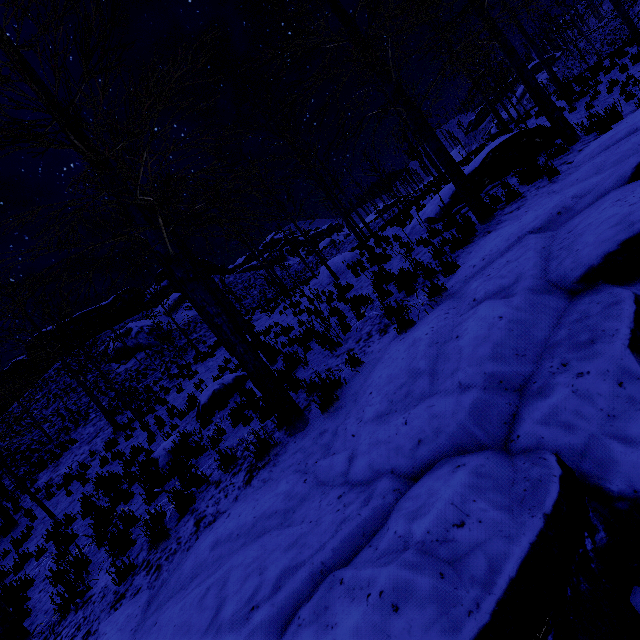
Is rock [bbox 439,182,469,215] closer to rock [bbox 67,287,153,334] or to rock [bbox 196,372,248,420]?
rock [bbox 196,372,248,420]

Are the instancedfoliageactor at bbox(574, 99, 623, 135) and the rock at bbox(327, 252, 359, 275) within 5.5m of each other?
no

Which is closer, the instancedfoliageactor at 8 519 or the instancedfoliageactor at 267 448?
the instancedfoliageactor at 267 448

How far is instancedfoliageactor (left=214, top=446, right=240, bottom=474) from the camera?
4.7m

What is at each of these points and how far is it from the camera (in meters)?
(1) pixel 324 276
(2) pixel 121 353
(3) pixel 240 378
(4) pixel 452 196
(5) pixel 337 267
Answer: (1) rock, 16.88
(2) rock, 27.44
(3) rock, 9.38
(4) rock, 10.68
(5) rock, 16.45

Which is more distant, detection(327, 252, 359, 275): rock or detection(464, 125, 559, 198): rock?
detection(327, 252, 359, 275): rock

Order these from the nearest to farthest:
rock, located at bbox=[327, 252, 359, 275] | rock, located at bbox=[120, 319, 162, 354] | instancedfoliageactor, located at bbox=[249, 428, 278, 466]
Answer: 1. instancedfoliageactor, located at bbox=[249, 428, 278, 466]
2. rock, located at bbox=[327, 252, 359, 275]
3. rock, located at bbox=[120, 319, 162, 354]

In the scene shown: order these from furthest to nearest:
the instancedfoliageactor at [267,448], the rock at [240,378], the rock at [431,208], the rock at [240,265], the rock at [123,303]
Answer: the rock at [240,265] → the rock at [123,303] → the rock at [431,208] → the rock at [240,378] → the instancedfoliageactor at [267,448]
